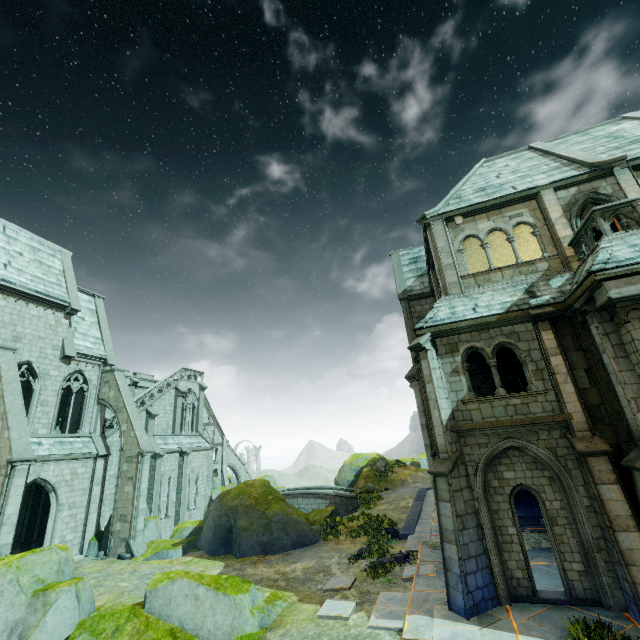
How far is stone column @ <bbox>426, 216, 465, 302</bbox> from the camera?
13.4m

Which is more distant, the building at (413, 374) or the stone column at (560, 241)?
the building at (413, 374)

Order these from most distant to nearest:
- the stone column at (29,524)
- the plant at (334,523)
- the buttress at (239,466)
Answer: the buttress at (239,466) → the stone column at (29,524) → the plant at (334,523)

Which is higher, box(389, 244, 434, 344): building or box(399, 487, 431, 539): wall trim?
box(389, 244, 434, 344): building

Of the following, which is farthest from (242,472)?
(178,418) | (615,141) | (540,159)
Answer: (615,141)

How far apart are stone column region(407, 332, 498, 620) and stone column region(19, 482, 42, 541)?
25.8 meters

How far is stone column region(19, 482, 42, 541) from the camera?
20.73m

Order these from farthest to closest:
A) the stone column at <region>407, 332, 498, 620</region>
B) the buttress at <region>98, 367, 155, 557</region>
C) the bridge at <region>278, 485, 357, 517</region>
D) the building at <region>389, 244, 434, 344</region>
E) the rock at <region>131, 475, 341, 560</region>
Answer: the bridge at <region>278, 485, 357, 517</region>, the building at <region>389, 244, 434, 344</region>, the buttress at <region>98, 367, 155, 557</region>, the rock at <region>131, 475, 341, 560</region>, the stone column at <region>407, 332, 498, 620</region>
